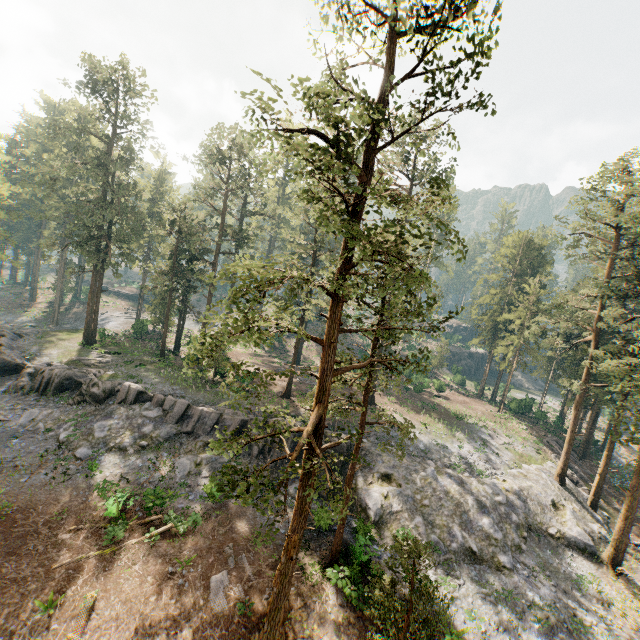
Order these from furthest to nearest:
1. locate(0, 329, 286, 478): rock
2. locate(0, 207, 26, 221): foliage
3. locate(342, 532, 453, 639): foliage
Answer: locate(0, 207, 26, 221): foliage
locate(0, 329, 286, 478): rock
locate(342, 532, 453, 639): foliage

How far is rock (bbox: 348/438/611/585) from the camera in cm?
2300

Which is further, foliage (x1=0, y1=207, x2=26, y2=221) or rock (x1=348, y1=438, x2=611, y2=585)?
foliage (x1=0, y1=207, x2=26, y2=221)

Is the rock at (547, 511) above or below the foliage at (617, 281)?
below

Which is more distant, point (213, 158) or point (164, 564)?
point (213, 158)

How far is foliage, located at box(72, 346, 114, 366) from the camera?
33.59m

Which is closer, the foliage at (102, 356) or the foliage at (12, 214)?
the foliage at (102, 356)
